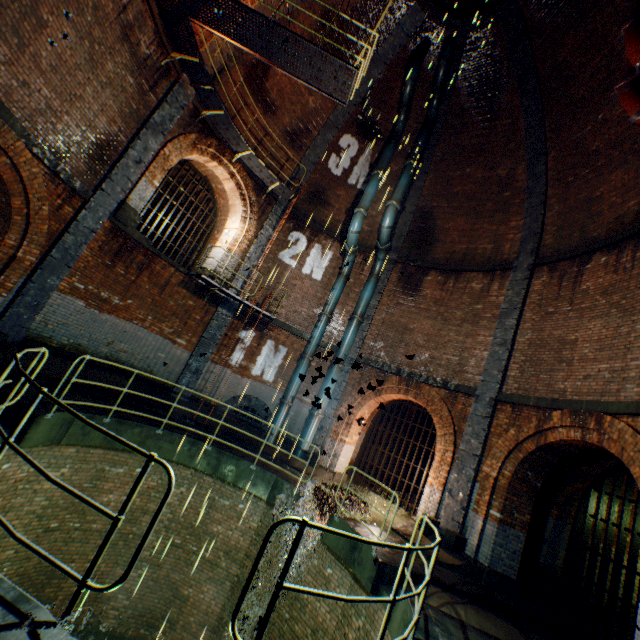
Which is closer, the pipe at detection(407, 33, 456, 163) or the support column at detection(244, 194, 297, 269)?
the pipe at detection(407, 33, 456, 163)

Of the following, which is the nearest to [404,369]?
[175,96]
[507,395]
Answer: [507,395]

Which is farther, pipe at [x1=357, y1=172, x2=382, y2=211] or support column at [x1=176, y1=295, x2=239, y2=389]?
pipe at [x1=357, y1=172, x2=382, y2=211]

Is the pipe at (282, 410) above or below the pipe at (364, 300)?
below

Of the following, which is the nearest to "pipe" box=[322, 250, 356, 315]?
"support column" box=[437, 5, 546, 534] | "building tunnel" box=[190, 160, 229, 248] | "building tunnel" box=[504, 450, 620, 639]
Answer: "building tunnel" box=[190, 160, 229, 248]

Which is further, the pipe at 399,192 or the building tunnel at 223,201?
the building tunnel at 223,201

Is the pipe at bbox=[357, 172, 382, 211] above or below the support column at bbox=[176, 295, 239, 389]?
above

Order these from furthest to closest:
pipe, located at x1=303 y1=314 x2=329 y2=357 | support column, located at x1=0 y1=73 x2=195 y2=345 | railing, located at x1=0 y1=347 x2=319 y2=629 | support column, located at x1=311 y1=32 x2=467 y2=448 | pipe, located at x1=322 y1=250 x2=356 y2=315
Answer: pipe, located at x1=322 y1=250 x2=356 y2=315, pipe, located at x1=303 y1=314 x2=329 y2=357, support column, located at x1=311 y1=32 x2=467 y2=448, support column, located at x1=0 y1=73 x2=195 y2=345, railing, located at x1=0 y1=347 x2=319 y2=629
